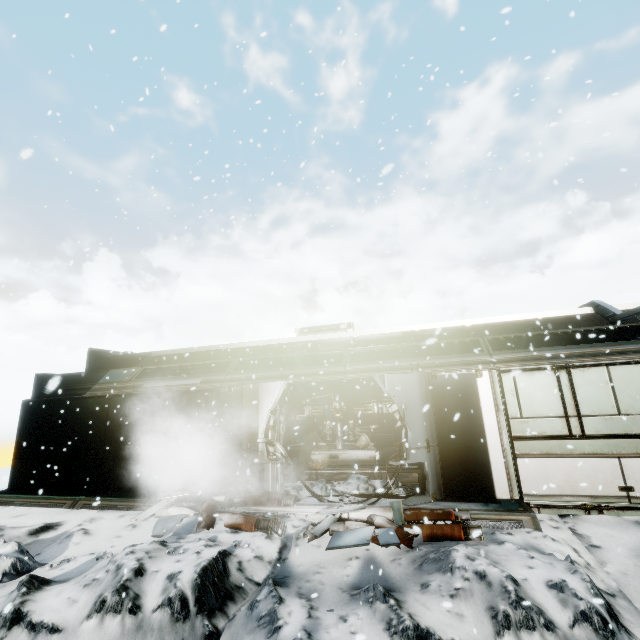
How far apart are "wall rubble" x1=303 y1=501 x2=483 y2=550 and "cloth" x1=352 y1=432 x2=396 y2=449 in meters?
7.3

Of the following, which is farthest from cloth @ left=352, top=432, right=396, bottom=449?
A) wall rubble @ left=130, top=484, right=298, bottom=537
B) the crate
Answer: wall rubble @ left=130, top=484, right=298, bottom=537

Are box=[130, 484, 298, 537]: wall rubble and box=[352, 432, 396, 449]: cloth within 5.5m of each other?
no

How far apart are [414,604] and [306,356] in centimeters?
719cm

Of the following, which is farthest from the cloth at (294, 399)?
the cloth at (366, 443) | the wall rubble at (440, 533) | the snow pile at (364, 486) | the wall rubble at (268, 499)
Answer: the wall rubble at (440, 533)

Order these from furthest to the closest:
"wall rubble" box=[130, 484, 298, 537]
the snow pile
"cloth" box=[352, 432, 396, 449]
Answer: "cloth" box=[352, 432, 396, 449], the snow pile, "wall rubble" box=[130, 484, 298, 537]

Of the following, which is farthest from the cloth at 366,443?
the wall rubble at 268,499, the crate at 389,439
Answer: the wall rubble at 268,499
